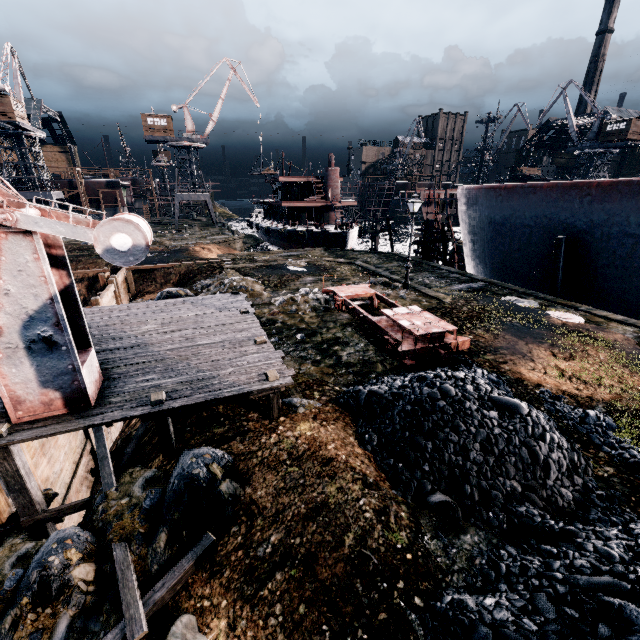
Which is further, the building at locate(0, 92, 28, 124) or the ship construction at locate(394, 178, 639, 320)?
the building at locate(0, 92, 28, 124)

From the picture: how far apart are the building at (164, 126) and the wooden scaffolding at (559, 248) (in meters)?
55.87

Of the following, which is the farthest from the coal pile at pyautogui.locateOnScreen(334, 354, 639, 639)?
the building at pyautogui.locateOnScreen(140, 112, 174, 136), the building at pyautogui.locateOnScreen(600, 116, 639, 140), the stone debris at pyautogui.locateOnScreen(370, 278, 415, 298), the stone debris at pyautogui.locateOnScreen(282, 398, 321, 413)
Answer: the building at pyautogui.locateOnScreen(600, 116, 639, 140)

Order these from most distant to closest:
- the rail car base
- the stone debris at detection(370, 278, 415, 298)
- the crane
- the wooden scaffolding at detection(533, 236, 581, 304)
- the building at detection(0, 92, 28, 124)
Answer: the crane, the building at detection(0, 92, 28, 124), the stone debris at detection(370, 278, 415, 298), the wooden scaffolding at detection(533, 236, 581, 304), the rail car base

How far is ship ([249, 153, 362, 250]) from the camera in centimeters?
4228cm

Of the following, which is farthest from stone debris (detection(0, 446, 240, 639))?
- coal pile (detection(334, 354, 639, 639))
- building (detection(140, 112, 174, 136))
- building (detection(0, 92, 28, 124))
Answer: building (detection(0, 92, 28, 124))

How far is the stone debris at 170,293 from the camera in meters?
17.8 m

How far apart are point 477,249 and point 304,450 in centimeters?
2671cm
